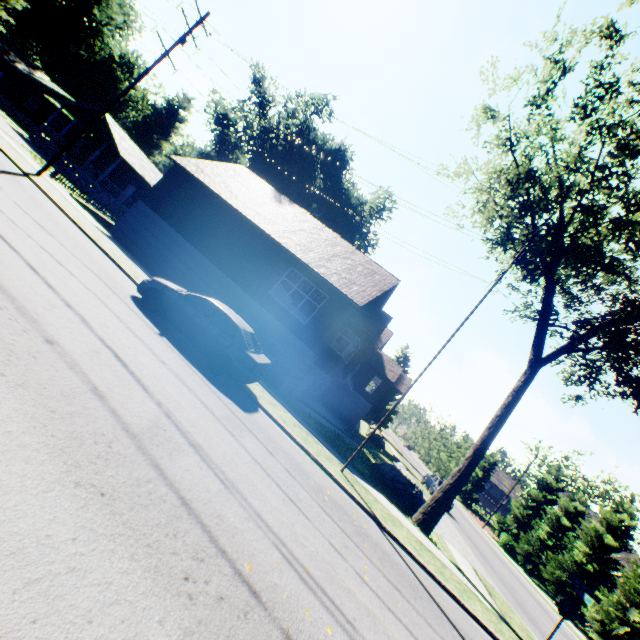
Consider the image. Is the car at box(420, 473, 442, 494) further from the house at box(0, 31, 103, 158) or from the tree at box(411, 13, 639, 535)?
the house at box(0, 31, 103, 158)

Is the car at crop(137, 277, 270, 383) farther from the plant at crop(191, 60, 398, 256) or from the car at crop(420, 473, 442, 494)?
the plant at crop(191, 60, 398, 256)

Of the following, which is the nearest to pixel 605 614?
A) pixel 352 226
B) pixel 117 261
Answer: pixel 117 261

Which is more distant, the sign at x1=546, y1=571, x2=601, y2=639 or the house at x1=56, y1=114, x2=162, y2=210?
the house at x1=56, y1=114, x2=162, y2=210

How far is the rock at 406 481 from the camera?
14.3 meters

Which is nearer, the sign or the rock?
the sign

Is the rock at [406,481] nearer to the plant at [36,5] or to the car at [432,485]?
the car at [432,485]

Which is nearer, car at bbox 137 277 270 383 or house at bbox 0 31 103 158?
car at bbox 137 277 270 383
